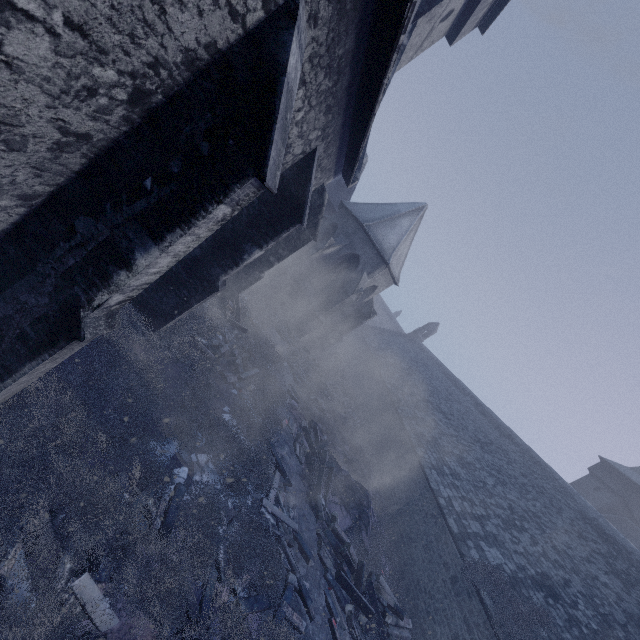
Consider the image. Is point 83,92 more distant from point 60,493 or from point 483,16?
point 483,16

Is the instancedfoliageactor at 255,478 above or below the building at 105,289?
below

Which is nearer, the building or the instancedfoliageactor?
the building

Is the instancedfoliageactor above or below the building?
below

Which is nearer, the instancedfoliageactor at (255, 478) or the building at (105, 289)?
the building at (105, 289)
